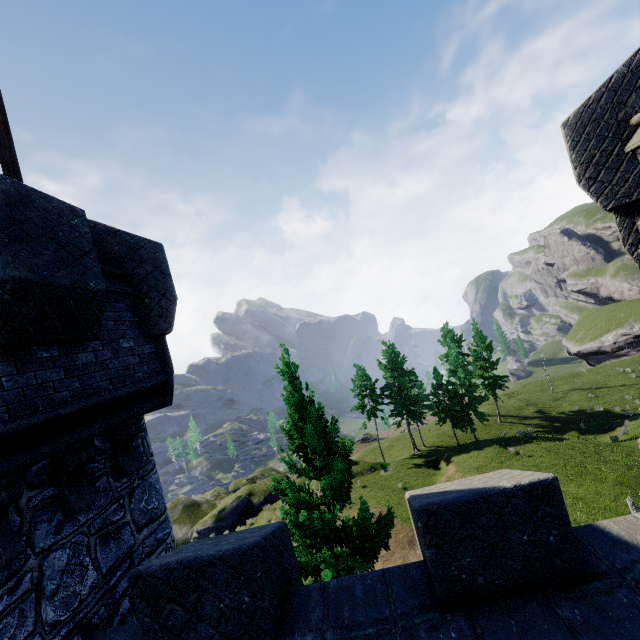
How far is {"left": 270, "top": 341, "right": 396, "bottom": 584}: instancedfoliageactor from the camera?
8.6m

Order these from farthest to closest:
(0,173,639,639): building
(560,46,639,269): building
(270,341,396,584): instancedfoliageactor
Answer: (270,341,396,584): instancedfoliageactor → (560,46,639,269): building → (0,173,639,639): building

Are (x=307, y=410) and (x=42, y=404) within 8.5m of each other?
yes

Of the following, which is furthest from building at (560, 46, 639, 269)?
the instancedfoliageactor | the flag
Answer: the instancedfoliageactor

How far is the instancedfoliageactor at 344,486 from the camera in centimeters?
862cm

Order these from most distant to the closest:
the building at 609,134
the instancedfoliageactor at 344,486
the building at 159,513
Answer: the instancedfoliageactor at 344,486 → the building at 609,134 → the building at 159,513

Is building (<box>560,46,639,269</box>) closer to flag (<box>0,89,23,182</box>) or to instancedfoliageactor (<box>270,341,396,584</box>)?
flag (<box>0,89,23,182</box>)
